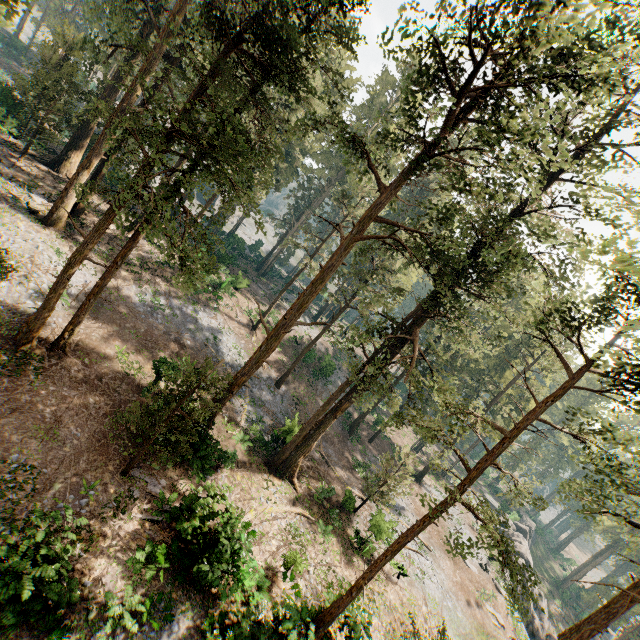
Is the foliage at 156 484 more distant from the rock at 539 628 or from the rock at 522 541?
the rock at 522 541

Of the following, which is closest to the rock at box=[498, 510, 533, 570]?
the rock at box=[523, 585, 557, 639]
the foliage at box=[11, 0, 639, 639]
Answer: the rock at box=[523, 585, 557, 639]

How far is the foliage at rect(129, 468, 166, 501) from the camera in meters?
15.9

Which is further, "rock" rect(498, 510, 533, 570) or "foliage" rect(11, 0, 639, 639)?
"rock" rect(498, 510, 533, 570)

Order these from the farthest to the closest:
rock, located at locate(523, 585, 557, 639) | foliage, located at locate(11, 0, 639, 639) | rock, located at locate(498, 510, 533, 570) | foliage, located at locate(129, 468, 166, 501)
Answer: rock, located at locate(498, 510, 533, 570)
rock, located at locate(523, 585, 557, 639)
foliage, located at locate(129, 468, 166, 501)
foliage, located at locate(11, 0, 639, 639)

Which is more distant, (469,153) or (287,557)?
(469,153)

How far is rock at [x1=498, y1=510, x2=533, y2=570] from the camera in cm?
3950
